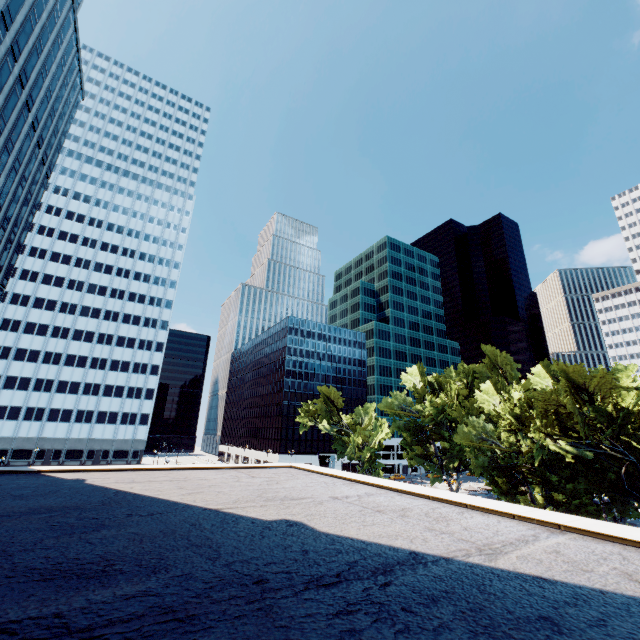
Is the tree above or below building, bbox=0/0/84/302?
below

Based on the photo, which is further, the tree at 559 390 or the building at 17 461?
the tree at 559 390

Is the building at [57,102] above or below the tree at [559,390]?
above

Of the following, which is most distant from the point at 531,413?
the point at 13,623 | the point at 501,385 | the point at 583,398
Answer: the point at 13,623

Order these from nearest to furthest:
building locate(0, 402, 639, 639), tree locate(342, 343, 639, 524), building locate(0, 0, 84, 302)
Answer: building locate(0, 402, 639, 639) → tree locate(342, 343, 639, 524) → building locate(0, 0, 84, 302)

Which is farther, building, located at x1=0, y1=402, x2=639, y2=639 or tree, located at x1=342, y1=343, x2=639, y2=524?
tree, located at x1=342, y1=343, x2=639, y2=524

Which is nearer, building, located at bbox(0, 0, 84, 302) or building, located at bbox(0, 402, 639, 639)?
building, located at bbox(0, 402, 639, 639)
